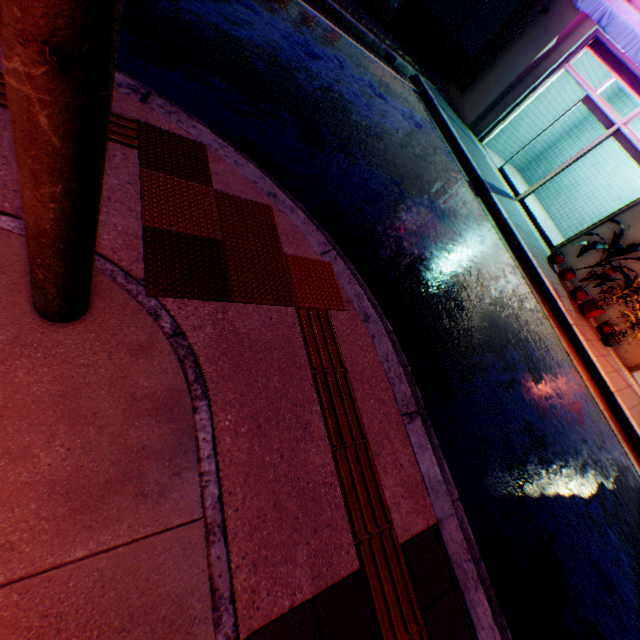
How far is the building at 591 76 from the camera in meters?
8.5 m

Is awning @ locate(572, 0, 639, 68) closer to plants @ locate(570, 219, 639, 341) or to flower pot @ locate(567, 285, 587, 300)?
plants @ locate(570, 219, 639, 341)

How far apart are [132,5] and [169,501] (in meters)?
4.72

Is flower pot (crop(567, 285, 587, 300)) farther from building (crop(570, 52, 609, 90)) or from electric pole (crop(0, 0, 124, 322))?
electric pole (crop(0, 0, 124, 322))

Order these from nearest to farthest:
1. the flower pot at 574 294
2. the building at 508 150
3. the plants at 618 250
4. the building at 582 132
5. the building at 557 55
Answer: the plants at 618 250, the flower pot at 574 294, the building at 557 55, the building at 508 150, the building at 582 132

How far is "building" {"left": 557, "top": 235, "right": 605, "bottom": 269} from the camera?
7.58m

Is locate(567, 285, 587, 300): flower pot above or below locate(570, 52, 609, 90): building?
below

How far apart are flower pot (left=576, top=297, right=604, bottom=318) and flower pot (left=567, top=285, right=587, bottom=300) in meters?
0.1
